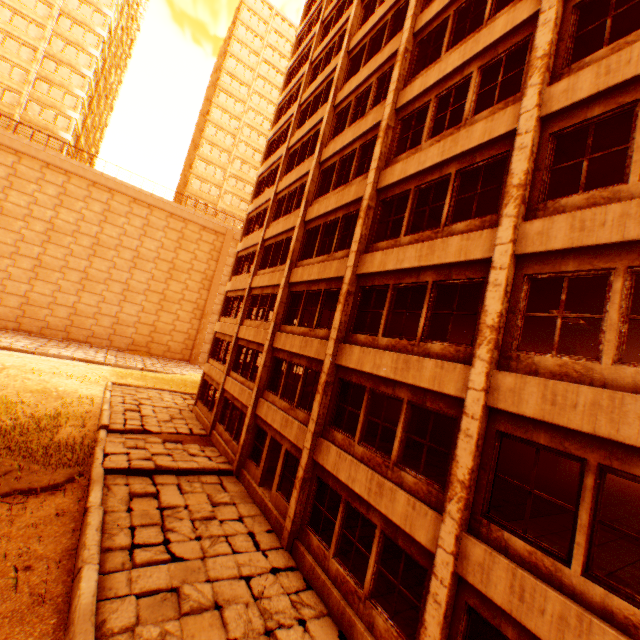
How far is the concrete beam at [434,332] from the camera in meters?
12.9 m

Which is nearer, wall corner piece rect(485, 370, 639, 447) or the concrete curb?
wall corner piece rect(485, 370, 639, 447)

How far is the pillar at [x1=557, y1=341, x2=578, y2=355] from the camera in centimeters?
A: 1350cm

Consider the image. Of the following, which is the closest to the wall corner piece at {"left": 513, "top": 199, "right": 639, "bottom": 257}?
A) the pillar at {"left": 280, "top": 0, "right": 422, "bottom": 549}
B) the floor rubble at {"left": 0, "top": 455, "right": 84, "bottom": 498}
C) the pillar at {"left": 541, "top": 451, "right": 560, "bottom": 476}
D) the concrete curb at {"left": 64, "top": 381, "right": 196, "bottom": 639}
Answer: the pillar at {"left": 280, "top": 0, "right": 422, "bottom": 549}

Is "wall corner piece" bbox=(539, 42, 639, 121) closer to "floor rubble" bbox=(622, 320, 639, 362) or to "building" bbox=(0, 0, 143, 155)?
"floor rubble" bbox=(622, 320, 639, 362)

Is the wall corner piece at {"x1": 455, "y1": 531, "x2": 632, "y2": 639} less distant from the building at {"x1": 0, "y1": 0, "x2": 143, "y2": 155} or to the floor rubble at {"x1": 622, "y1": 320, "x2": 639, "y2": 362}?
the floor rubble at {"x1": 622, "y1": 320, "x2": 639, "y2": 362}

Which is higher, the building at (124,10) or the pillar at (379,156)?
the building at (124,10)

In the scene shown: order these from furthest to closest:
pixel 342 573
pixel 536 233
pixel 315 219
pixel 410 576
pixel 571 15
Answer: pixel 315 219 → pixel 410 576 → pixel 342 573 → pixel 571 15 → pixel 536 233
